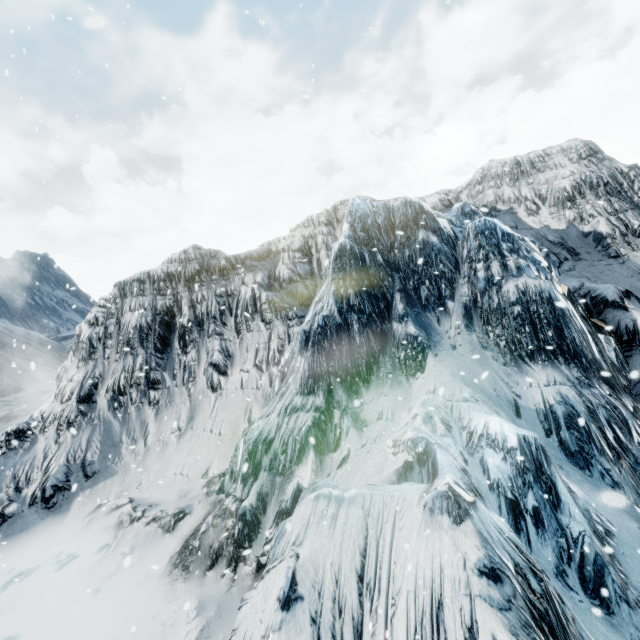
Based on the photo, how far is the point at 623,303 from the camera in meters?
5.9
